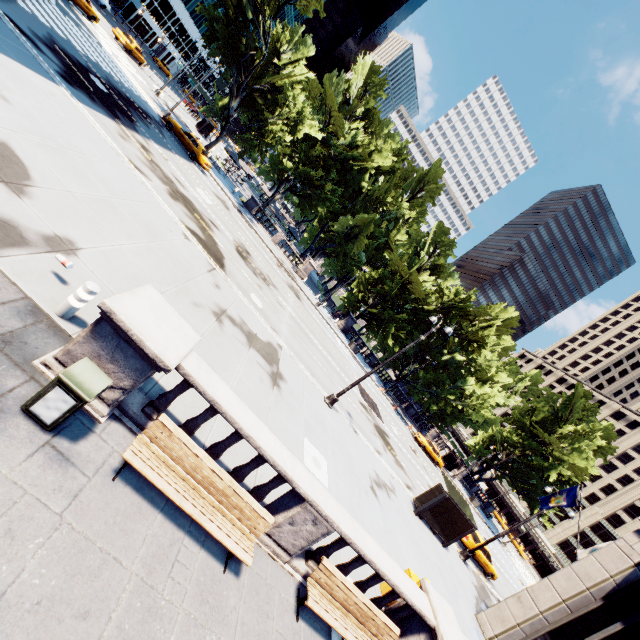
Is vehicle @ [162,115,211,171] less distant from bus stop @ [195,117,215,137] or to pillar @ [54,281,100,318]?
bus stop @ [195,117,215,137]

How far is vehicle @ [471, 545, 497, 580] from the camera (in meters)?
Answer: 23.30

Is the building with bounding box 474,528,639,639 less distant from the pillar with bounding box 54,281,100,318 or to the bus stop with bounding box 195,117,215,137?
the pillar with bounding box 54,281,100,318

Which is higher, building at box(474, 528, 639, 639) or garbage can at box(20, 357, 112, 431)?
building at box(474, 528, 639, 639)

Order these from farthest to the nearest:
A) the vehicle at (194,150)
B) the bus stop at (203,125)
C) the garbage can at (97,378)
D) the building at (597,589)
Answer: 1. the bus stop at (203,125)
2. the vehicle at (194,150)
3. the building at (597,589)
4. the garbage can at (97,378)

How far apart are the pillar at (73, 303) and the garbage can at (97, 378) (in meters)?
1.67

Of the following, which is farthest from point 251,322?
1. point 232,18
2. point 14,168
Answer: point 232,18

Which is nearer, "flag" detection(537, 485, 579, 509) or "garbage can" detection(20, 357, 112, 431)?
"garbage can" detection(20, 357, 112, 431)
